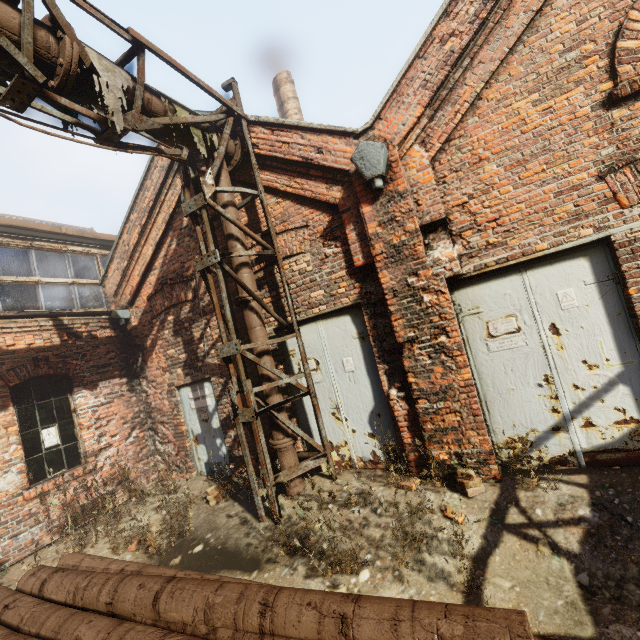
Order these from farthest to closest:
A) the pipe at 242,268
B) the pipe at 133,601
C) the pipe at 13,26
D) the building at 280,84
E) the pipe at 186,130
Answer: the building at 280,84, the pipe at 242,268, the pipe at 186,130, the pipe at 13,26, the pipe at 133,601

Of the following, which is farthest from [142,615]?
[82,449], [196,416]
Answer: [82,449]

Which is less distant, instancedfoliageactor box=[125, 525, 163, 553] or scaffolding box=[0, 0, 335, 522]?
scaffolding box=[0, 0, 335, 522]

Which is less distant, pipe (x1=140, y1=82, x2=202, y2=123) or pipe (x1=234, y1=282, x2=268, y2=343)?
pipe (x1=140, y1=82, x2=202, y2=123)

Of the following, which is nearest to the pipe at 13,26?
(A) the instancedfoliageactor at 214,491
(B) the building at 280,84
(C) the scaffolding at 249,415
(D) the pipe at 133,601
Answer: (C) the scaffolding at 249,415

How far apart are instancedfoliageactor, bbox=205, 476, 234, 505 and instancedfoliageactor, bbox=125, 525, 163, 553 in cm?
86

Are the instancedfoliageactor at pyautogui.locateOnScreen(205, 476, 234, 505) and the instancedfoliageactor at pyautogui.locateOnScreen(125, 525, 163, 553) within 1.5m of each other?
yes

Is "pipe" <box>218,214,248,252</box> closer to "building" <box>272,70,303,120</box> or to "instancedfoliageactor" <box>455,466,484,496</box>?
"instancedfoliageactor" <box>455,466,484,496</box>
